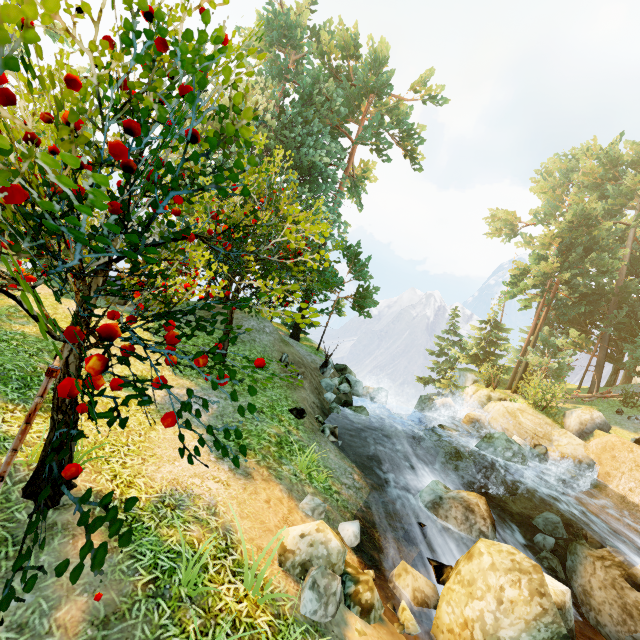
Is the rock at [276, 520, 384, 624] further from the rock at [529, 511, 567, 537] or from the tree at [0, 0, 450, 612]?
the rock at [529, 511, 567, 537]

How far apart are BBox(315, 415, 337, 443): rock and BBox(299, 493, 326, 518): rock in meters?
3.3

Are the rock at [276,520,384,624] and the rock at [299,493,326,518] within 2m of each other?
yes

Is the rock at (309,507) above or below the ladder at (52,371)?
below

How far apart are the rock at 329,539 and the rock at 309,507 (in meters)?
0.82

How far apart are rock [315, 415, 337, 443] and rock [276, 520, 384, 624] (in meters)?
4.71

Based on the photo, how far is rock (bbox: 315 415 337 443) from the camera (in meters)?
10.63

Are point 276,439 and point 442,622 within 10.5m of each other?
yes
